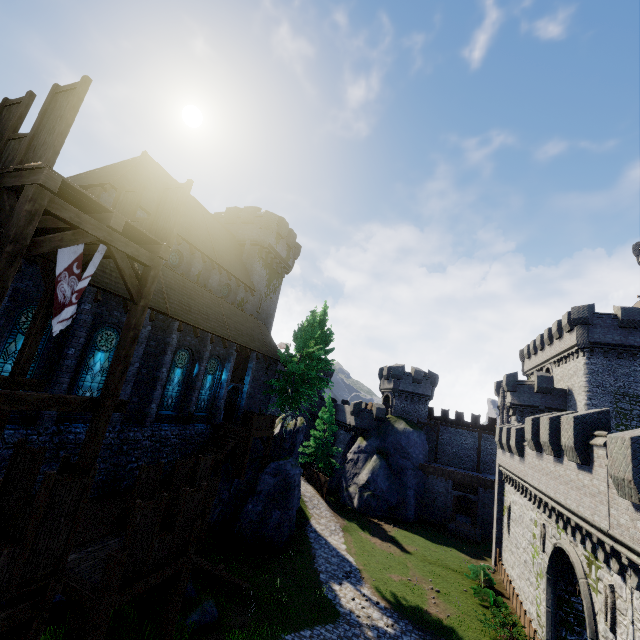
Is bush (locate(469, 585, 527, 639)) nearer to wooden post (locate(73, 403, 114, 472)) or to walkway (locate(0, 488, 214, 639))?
walkway (locate(0, 488, 214, 639))

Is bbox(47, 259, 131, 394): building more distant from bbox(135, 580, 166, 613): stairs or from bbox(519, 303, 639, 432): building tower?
bbox(519, 303, 639, 432): building tower

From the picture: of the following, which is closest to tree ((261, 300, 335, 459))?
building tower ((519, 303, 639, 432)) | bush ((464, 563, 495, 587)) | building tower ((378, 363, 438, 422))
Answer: building tower ((378, 363, 438, 422))

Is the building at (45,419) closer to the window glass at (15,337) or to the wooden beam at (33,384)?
the window glass at (15,337)

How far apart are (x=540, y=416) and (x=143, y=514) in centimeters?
1979cm

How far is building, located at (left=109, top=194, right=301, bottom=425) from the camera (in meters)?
17.16

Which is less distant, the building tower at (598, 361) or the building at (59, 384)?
the building at (59, 384)

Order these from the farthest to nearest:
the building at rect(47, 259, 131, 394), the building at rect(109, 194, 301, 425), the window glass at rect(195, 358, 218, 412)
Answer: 1. the window glass at rect(195, 358, 218, 412)
2. the building at rect(109, 194, 301, 425)
3. the building at rect(47, 259, 131, 394)
